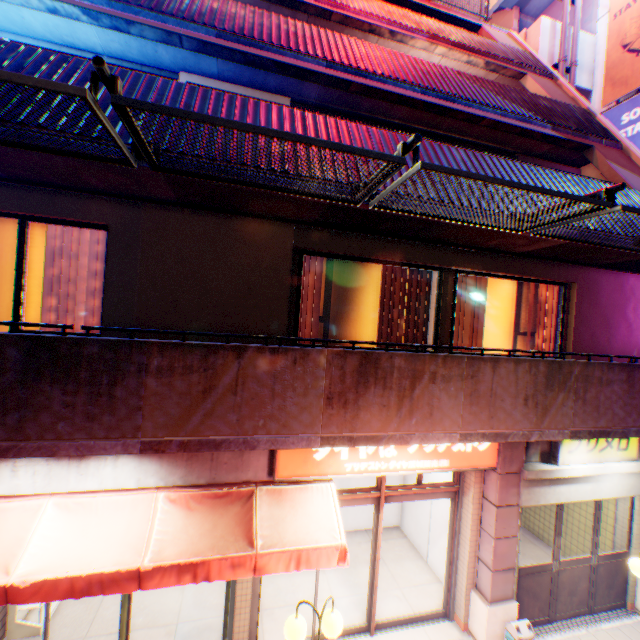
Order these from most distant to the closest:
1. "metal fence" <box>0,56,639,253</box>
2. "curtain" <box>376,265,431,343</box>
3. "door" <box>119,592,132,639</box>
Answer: "curtain" <box>376,265,431,343</box>
"door" <box>119,592,132,639</box>
"metal fence" <box>0,56,639,253</box>

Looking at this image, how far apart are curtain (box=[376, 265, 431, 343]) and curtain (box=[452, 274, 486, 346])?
0.3m

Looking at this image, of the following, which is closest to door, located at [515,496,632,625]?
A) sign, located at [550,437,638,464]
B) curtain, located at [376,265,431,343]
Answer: sign, located at [550,437,638,464]

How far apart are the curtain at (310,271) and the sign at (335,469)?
1.4 meters

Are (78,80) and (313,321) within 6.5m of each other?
yes

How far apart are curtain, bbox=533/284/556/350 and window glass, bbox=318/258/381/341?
3.2 meters

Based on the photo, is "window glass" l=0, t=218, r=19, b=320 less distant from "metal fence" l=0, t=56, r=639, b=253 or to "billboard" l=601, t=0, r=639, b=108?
"metal fence" l=0, t=56, r=639, b=253

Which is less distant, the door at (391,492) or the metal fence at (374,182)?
the metal fence at (374,182)
